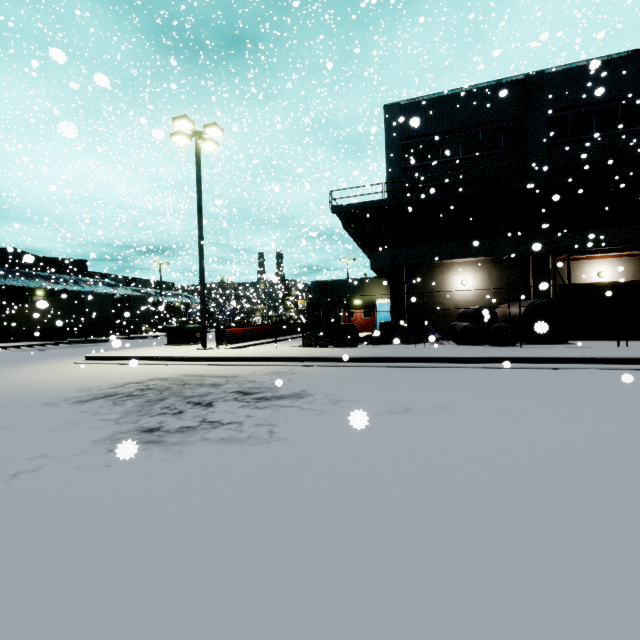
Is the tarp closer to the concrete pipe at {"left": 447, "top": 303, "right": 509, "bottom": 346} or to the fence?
the concrete pipe at {"left": 447, "top": 303, "right": 509, "bottom": 346}

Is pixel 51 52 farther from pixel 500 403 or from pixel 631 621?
pixel 500 403

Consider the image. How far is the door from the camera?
29.30m

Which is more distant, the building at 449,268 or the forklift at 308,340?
the building at 449,268

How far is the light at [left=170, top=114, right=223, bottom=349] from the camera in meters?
13.9 m

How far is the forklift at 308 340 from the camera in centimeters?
1412cm

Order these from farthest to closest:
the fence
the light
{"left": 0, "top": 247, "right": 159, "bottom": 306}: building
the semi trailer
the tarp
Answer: {"left": 0, "top": 247, "right": 159, "bottom": 306}: building → the semi trailer → the fence → the light → the tarp

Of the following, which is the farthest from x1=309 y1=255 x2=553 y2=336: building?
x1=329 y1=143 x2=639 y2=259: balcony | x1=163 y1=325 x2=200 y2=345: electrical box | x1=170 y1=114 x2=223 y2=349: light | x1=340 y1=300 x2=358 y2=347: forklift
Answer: x1=340 y1=300 x2=358 y2=347: forklift
